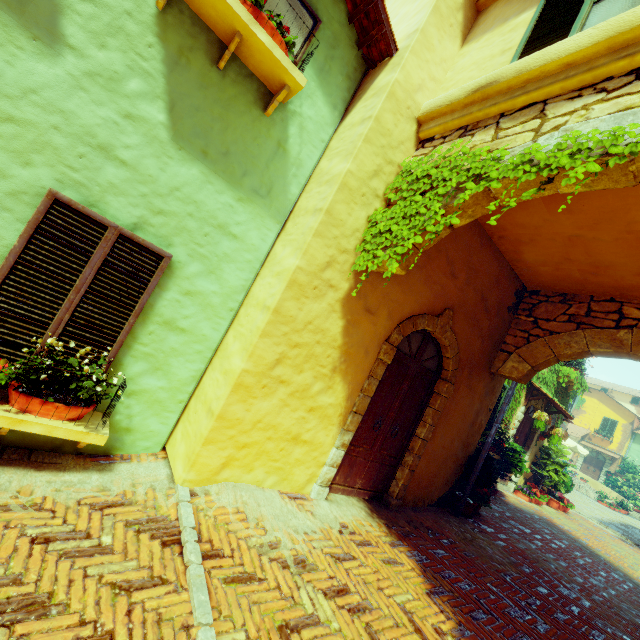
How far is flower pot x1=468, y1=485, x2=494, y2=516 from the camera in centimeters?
655cm

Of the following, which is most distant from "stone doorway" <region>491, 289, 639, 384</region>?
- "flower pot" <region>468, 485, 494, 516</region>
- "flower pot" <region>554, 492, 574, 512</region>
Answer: "flower pot" <region>554, 492, 574, 512</region>

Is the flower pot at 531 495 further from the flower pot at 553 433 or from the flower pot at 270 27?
the flower pot at 270 27

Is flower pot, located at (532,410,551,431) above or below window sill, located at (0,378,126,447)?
above

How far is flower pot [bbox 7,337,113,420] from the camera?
2.75m

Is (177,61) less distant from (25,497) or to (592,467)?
(25,497)

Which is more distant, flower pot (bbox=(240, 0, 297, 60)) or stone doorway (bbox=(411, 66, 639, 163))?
flower pot (bbox=(240, 0, 297, 60))

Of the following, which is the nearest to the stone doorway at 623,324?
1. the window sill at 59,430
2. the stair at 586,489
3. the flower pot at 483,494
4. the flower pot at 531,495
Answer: the flower pot at 483,494
